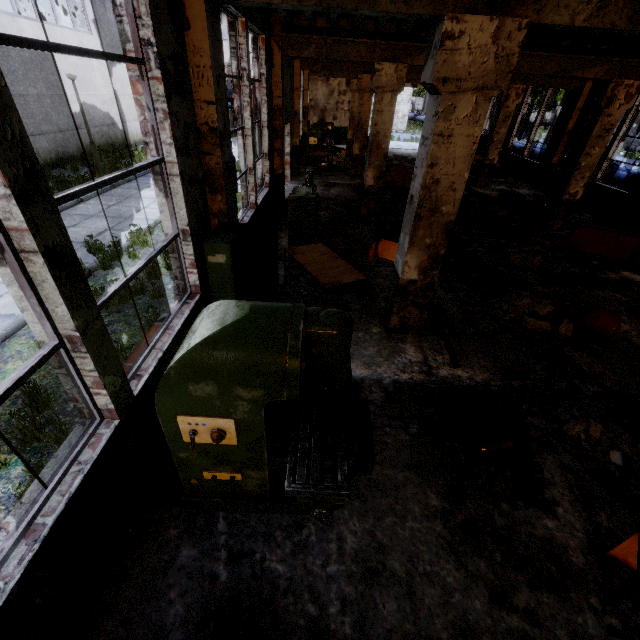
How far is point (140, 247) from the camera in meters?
7.8

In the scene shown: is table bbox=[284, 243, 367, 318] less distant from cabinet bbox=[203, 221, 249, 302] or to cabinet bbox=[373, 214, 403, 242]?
cabinet bbox=[203, 221, 249, 302]

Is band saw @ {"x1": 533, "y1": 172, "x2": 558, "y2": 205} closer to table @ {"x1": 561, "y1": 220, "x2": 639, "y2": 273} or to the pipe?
the pipe

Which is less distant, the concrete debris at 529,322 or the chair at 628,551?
the chair at 628,551

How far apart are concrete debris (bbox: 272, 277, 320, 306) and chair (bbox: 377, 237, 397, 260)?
1.7m

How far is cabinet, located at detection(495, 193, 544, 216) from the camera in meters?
11.3 m

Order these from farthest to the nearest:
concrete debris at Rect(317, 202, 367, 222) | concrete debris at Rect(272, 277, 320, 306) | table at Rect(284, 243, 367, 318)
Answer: concrete debris at Rect(317, 202, 367, 222), concrete debris at Rect(272, 277, 320, 306), table at Rect(284, 243, 367, 318)

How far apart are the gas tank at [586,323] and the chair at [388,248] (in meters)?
3.57
